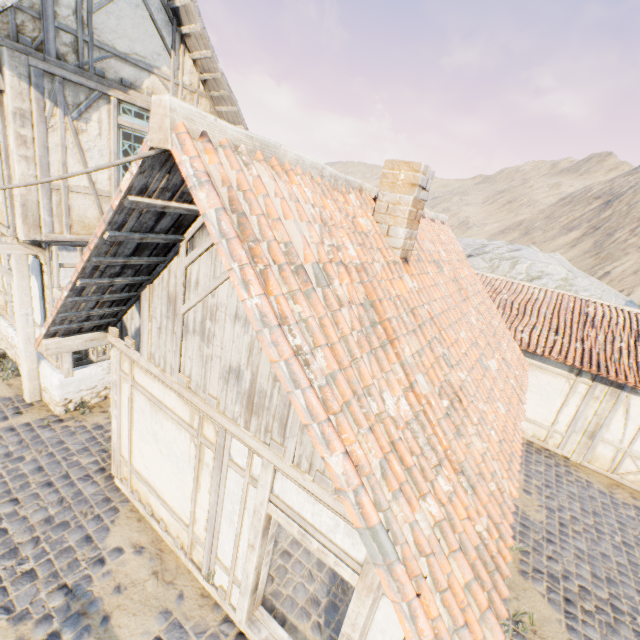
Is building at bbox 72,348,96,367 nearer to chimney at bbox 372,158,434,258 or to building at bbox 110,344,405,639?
building at bbox 110,344,405,639

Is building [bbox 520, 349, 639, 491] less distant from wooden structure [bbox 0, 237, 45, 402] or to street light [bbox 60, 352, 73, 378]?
street light [bbox 60, 352, 73, 378]

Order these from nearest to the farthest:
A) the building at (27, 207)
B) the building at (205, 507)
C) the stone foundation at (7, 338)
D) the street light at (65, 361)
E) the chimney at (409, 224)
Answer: the building at (205, 507)
the chimney at (409, 224)
the building at (27, 207)
the street light at (65, 361)
the stone foundation at (7, 338)

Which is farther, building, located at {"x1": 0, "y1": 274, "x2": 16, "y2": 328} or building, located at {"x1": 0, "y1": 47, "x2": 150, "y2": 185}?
building, located at {"x1": 0, "y1": 274, "x2": 16, "y2": 328}

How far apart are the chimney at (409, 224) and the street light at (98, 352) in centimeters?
538cm

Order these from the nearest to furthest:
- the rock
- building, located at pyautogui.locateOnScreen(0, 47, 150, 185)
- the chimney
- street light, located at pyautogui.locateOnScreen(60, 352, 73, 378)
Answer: the chimney, building, located at pyautogui.locateOnScreen(0, 47, 150, 185), street light, located at pyautogui.locateOnScreen(60, 352, 73, 378), the rock

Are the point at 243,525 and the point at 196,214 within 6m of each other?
yes

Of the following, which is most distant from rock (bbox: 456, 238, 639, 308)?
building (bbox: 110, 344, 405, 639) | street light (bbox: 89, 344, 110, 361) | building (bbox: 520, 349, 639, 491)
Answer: street light (bbox: 89, 344, 110, 361)
